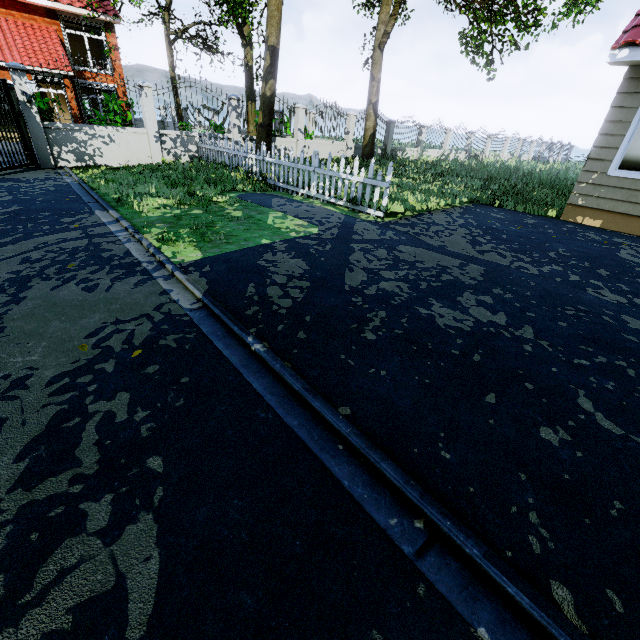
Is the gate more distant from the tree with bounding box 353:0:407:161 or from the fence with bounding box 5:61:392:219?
the tree with bounding box 353:0:407:161

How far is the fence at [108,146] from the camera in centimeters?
768cm

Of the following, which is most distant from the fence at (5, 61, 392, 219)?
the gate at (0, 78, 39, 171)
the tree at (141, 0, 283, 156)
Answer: the tree at (141, 0, 283, 156)

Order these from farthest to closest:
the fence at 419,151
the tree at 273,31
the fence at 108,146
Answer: the fence at 419,151
the tree at 273,31
the fence at 108,146

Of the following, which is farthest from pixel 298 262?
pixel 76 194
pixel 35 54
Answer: pixel 35 54

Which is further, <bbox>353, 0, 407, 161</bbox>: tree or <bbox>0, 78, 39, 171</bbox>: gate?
<bbox>353, 0, 407, 161</bbox>: tree

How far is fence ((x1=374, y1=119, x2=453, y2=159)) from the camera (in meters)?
18.66
